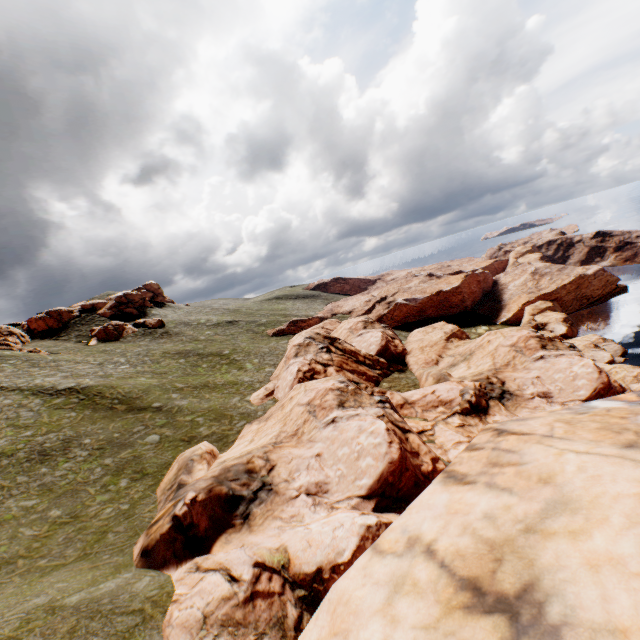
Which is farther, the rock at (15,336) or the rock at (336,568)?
the rock at (15,336)

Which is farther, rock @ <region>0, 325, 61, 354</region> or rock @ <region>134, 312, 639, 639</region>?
rock @ <region>0, 325, 61, 354</region>

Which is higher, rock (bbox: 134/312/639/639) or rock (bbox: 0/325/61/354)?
rock (bbox: 0/325/61/354)

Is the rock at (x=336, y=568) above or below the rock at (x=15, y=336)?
below

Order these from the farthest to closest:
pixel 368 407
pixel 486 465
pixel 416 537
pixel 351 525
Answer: pixel 368 407, pixel 351 525, pixel 486 465, pixel 416 537
